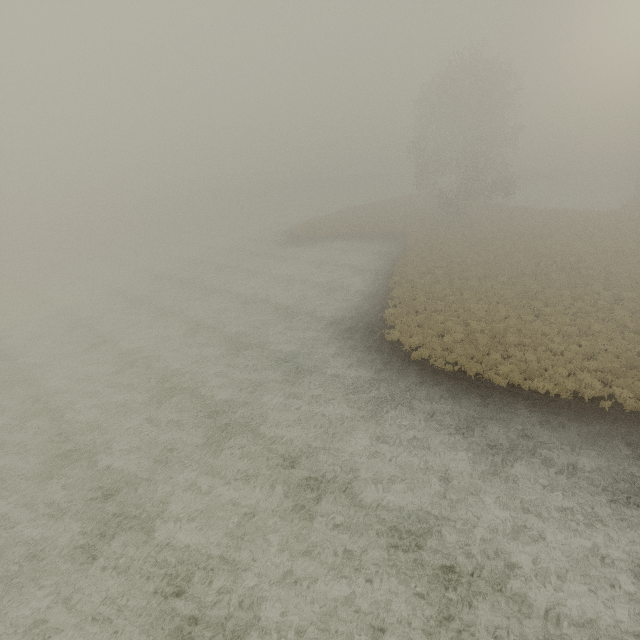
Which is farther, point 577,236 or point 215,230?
point 215,230
